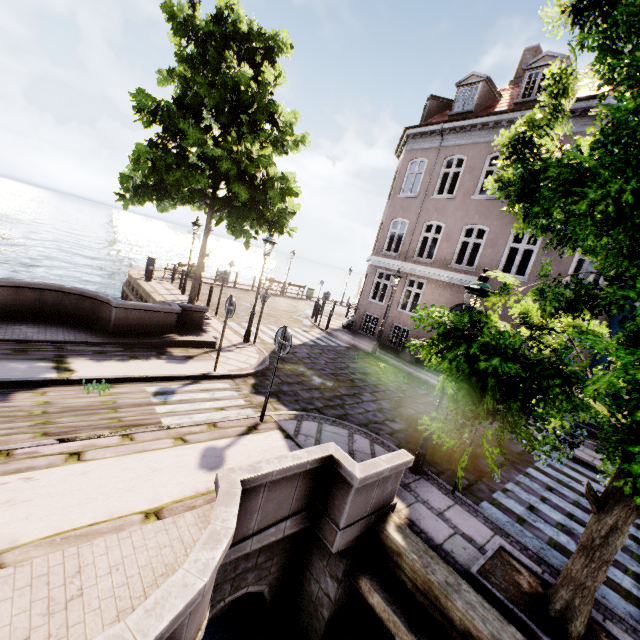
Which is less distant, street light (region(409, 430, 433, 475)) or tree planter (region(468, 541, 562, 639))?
tree planter (region(468, 541, 562, 639))

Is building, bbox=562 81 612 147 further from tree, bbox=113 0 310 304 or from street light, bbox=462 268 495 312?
street light, bbox=462 268 495 312

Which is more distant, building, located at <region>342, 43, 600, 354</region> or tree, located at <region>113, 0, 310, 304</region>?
building, located at <region>342, 43, 600, 354</region>

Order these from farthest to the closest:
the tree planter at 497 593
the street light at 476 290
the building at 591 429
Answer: the building at 591 429, the street light at 476 290, the tree planter at 497 593

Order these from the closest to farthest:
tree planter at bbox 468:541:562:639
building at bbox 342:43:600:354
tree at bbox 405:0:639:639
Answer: tree at bbox 405:0:639:639, tree planter at bbox 468:541:562:639, building at bbox 342:43:600:354

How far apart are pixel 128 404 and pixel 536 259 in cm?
1352

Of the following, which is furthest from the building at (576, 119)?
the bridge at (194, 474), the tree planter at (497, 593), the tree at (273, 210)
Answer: the bridge at (194, 474)

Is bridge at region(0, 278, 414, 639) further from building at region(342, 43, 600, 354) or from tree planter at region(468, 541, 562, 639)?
building at region(342, 43, 600, 354)
